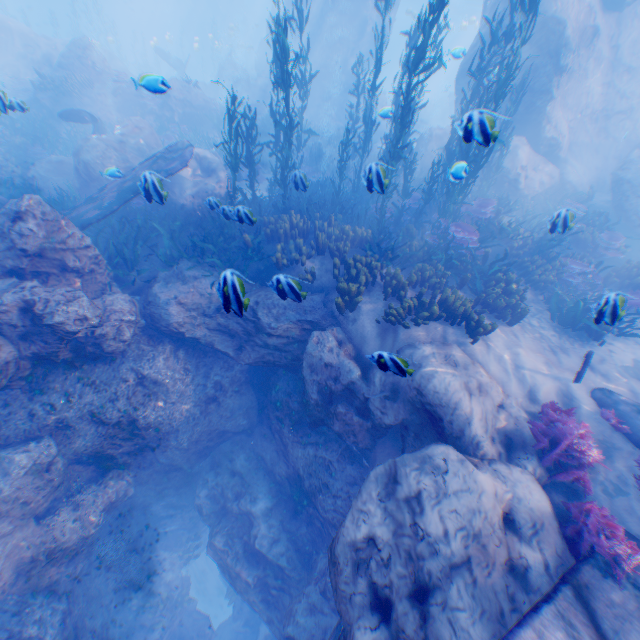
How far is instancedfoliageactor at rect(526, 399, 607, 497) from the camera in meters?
5.5

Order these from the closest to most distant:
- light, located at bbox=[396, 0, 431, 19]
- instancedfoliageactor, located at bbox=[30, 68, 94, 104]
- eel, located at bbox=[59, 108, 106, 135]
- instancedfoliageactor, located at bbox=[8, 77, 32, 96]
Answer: eel, located at bbox=[59, 108, 106, 135]
instancedfoliageactor, located at bbox=[30, 68, 94, 104]
instancedfoliageactor, located at bbox=[8, 77, 32, 96]
light, located at bbox=[396, 0, 431, 19]

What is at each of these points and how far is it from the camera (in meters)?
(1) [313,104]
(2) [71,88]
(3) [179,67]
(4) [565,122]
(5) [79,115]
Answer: (1) rock, 27.05
(2) instancedfoliageactor, 17.59
(3) plane, 29.67
(4) rock, 15.12
(5) eel, 14.10

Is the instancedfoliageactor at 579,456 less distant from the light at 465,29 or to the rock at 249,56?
the rock at 249,56

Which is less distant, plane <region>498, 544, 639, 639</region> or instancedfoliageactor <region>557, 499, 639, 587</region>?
plane <region>498, 544, 639, 639</region>

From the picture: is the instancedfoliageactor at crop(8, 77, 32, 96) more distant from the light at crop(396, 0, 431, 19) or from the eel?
the light at crop(396, 0, 431, 19)

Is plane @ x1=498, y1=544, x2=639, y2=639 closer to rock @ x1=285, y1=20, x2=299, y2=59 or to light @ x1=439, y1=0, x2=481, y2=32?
rock @ x1=285, y1=20, x2=299, y2=59
